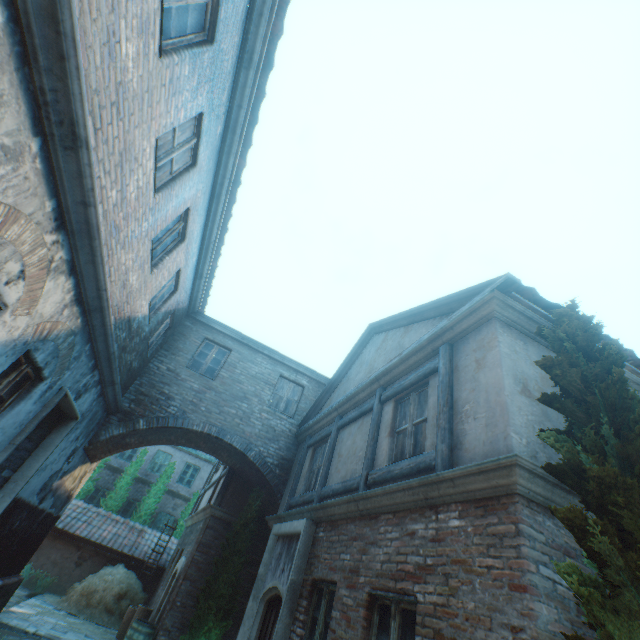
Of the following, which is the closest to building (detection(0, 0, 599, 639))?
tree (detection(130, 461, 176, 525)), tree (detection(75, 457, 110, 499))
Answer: tree (detection(75, 457, 110, 499))

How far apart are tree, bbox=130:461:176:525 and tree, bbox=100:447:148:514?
0.7m

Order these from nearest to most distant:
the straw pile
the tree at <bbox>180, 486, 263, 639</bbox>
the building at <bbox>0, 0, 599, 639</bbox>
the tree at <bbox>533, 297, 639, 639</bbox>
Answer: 1. the tree at <bbox>533, 297, 639, 639</bbox>
2. the building at <bbox>0, 0, 599, 639</bbox>
3. the tree at <bbox>180, 486, 263, 639</bbox>
4. the straw pile

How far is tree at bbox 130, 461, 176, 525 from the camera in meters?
18.1

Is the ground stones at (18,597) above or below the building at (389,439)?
→ below

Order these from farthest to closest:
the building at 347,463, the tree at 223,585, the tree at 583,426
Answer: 1. the tree at 223,585
2. the building at 347,463
3. the tree at 583,426

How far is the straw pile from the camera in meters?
11.4 m

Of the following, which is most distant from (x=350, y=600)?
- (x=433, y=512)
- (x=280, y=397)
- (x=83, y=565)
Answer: (x=83, y=565)
